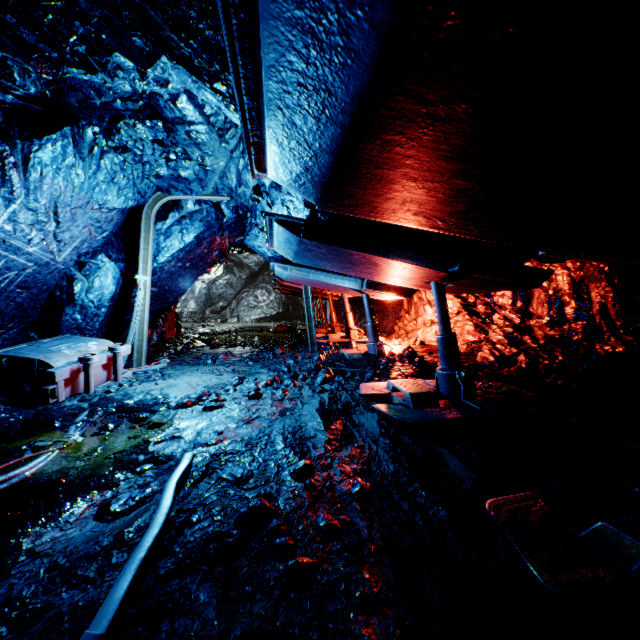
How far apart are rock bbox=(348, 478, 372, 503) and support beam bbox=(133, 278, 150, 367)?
5.8 meters

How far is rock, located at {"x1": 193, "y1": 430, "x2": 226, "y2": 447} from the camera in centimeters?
321cm

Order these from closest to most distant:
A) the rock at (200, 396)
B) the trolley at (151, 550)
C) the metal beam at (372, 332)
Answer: the trolley at (151, 550)
the rock at (200, 396)
the metal beam at (372, 332)

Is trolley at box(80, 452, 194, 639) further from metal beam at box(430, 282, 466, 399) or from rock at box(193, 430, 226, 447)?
metal beam at box(430, 282, 466, 399)

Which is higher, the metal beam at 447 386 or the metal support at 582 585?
the metal beam at 447 386

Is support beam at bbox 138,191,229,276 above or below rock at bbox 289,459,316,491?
above

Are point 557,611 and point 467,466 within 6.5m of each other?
yes

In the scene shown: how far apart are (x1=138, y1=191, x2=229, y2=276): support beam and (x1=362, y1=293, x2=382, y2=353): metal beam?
3.6 meters
